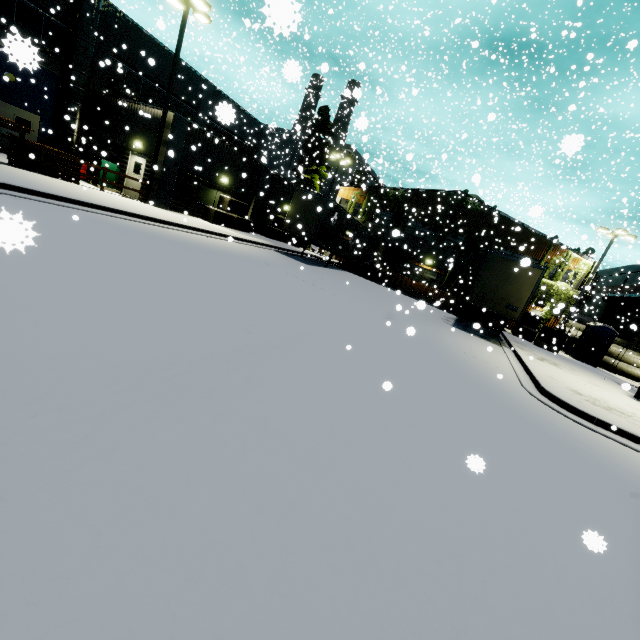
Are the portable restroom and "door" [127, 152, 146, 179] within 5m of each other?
no

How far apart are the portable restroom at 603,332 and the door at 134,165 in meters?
30.7 m

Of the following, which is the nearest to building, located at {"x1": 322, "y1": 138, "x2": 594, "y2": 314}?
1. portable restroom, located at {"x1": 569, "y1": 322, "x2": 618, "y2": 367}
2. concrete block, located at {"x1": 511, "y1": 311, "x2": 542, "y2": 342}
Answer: concrete block, located at {"x1": 511, "y1": 311, "x2": 542, "y2": 342}

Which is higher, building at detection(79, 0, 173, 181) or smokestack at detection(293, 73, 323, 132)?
smokestack at detection(293, 73, 323, 132)

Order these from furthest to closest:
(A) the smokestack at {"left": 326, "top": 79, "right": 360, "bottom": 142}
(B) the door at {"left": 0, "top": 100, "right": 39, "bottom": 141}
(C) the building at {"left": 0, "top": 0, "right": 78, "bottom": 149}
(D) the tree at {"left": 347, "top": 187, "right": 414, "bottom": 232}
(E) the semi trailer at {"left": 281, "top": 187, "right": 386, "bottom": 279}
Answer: (D) the tree at {"left": 347, "top": 187, "right": 414, "bottom": 232} → (E) the semi trailer at {"left": 281, "top": 187, "right": 386, "bottom": 279} → (B) the door at {"left": 0, "top": 100, "right": 39, "bottom": 141} → (A) the smokestack at {"left": 326, "top": 79, "right": 360, "bottom": 142} → (C) the building at {"left": 0, "top": 0, "right": 78, "bottom": 149}

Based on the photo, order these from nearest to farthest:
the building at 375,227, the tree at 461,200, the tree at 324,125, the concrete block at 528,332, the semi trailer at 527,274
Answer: the semi trailer at 527,274
the concrete block at 528,332
the building at 375,227
the tree at 461,200
the tree at 324,125

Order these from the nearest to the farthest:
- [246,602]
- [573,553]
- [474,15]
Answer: [246,602], [573,553], [474,15]
